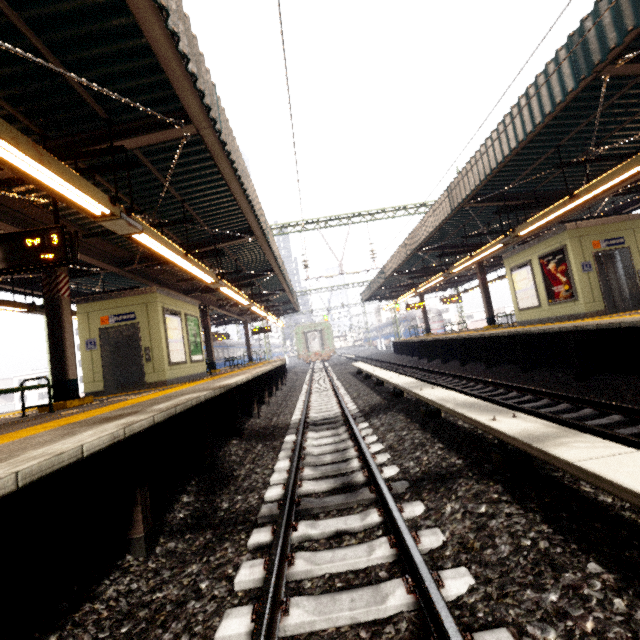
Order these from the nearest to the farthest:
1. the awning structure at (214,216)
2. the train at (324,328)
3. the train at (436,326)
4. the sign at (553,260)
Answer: the awning structure at (214,216) → the sign at (553,260) → the train at (324,328) → the train at (436,326)

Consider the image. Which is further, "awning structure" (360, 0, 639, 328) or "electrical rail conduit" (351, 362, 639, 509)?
"awning structure" (360, 0, 639, 328)

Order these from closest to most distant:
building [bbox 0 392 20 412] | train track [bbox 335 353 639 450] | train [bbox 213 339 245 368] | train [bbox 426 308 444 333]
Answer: train track [bbox 335 353 639 450] → train [bbox 213 339 245 368] → train [bbox 426 308 444 333] → building [bbox 0 392 20 412]

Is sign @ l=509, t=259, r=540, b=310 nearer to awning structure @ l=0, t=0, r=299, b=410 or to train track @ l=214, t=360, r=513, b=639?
train track @ l=214, t=360, r=513, b=639

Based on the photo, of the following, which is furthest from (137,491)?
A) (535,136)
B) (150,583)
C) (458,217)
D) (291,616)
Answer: (458,217)

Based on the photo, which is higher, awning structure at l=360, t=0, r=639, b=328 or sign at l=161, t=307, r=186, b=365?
awning structure at l=360, t=0, r=639, b=328

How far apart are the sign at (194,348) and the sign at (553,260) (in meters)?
12.57

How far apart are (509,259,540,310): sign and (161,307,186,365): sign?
12.57m
